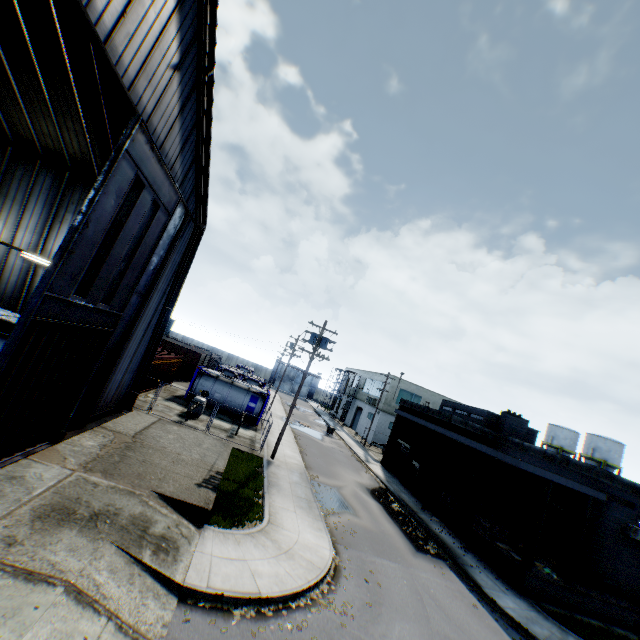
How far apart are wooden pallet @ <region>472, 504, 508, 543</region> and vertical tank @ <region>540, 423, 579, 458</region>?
37.2m

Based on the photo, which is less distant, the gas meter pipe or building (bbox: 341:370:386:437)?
the gas meter pipe

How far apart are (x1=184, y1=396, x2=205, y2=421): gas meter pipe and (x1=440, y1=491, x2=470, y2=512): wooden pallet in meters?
18.6

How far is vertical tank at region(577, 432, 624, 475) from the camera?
42.2 meters

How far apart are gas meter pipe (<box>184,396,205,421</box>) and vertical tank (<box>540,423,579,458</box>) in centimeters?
5138cm

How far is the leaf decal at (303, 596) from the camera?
9.5 meters

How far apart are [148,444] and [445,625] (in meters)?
13.55

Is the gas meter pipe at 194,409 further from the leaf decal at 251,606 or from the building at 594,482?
the building at 594,482
